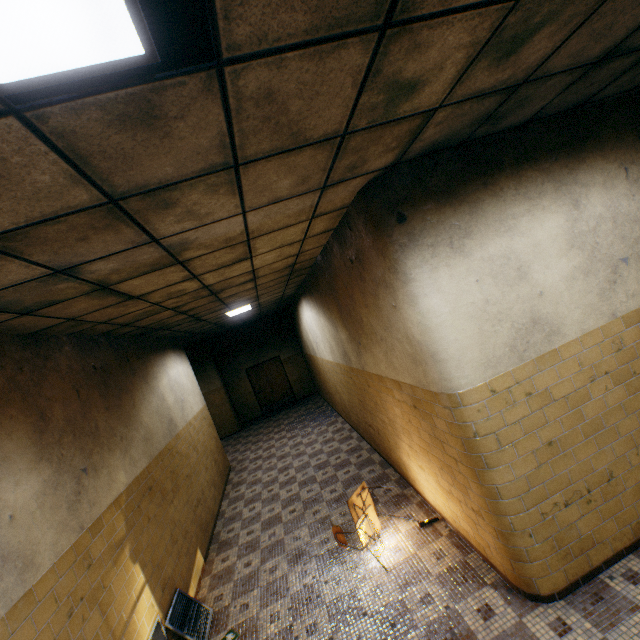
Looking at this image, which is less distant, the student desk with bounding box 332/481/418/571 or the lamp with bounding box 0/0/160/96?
the lamp with bounding box 0/0/160/96

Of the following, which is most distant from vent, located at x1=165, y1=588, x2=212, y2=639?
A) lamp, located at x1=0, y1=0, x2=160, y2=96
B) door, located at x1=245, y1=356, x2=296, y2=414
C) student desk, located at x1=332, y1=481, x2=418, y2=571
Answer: door, located at x1=245, y1=356, x2=296, y2=414

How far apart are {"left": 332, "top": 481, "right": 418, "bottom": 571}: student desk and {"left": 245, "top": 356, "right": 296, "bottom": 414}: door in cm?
987

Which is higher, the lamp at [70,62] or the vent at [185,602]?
the lamp at [70,62]

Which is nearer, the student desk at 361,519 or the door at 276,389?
the student desk at 361,519

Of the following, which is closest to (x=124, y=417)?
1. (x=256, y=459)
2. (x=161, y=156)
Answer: (x=161, y=156)

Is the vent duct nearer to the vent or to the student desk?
the vent

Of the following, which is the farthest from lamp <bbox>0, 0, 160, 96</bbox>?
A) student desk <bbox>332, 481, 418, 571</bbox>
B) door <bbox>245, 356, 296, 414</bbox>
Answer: door <bbox>245, 356, 296, 414</bbox>
